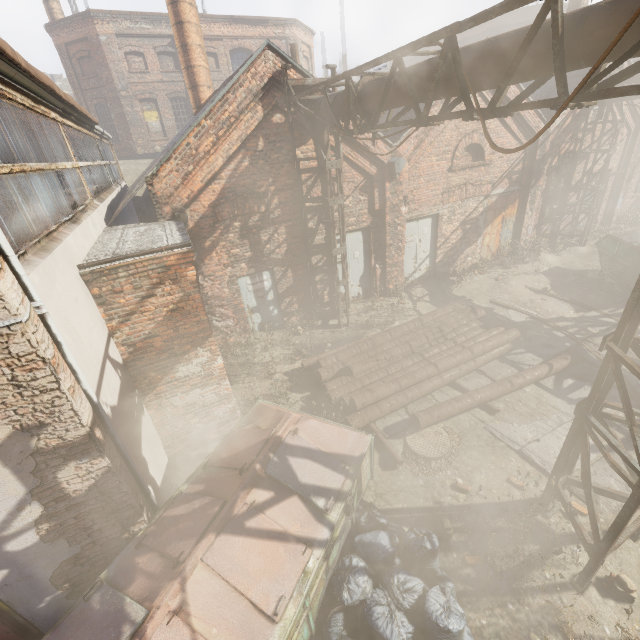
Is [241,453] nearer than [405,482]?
Yes

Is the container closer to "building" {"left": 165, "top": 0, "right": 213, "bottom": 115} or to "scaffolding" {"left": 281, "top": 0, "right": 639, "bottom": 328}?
"scaffolding" {"left": 281, "top": 0, "right": 639, "bottom": 328}

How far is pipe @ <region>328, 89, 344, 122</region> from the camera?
6.7m

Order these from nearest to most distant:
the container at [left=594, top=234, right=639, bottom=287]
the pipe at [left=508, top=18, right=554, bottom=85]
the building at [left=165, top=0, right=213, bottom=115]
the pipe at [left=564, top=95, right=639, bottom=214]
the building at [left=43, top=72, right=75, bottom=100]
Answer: the pipe at [left=508, top=18, right=554, bottom=85] < the container at [left=594, top=234, right=639, bottom=287] < the building at [left=165, top=0, right=213, bottom=115] < the pipe at [left=564, top=95, right=639, bottom=214] < the building at [left=43, top=72, right=75, bottom=100]

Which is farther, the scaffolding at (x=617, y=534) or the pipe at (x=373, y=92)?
the pipe at (x=373, y=92)

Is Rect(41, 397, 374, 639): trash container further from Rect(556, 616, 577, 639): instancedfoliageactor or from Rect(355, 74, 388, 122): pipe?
Rect(355, 74, 388, 122): pipe

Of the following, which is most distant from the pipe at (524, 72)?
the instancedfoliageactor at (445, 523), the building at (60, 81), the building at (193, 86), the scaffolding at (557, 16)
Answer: the building at (60, 81)
